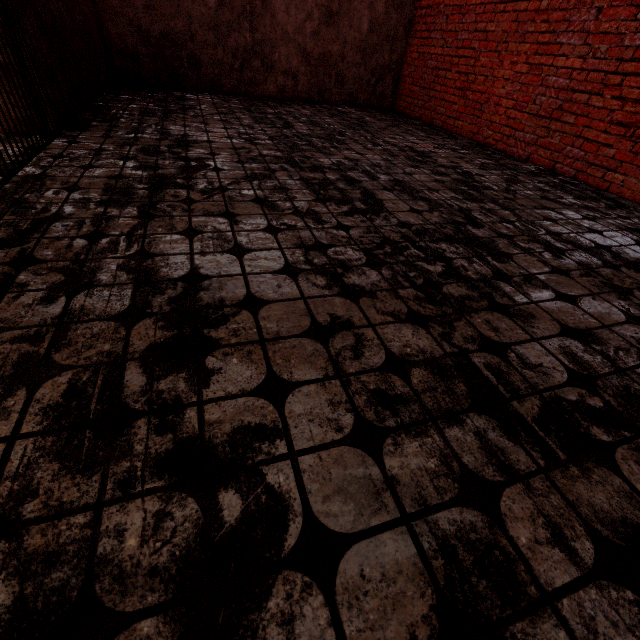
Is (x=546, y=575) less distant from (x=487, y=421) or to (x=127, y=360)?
(x=487, y=421)
